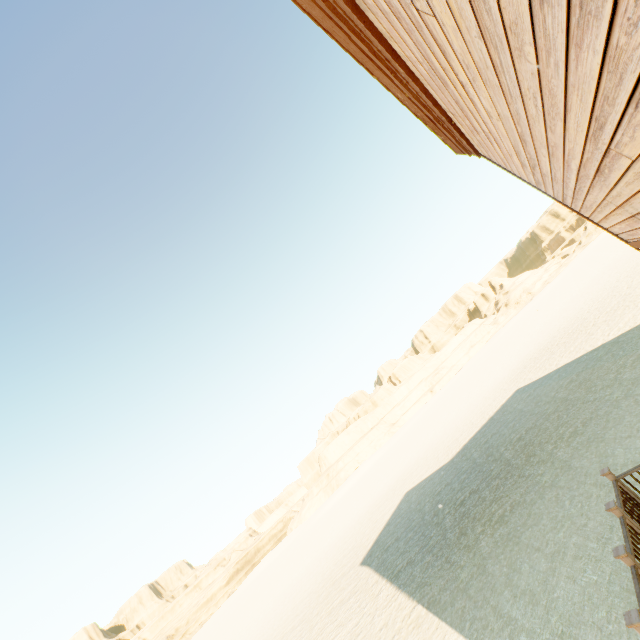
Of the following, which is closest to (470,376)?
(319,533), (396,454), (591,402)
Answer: (396,454)

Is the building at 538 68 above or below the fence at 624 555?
above

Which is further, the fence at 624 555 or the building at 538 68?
the fence at 624 555

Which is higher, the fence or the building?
the building

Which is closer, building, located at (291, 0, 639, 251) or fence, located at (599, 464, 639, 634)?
building, located at (291, 0, 639, 251)
